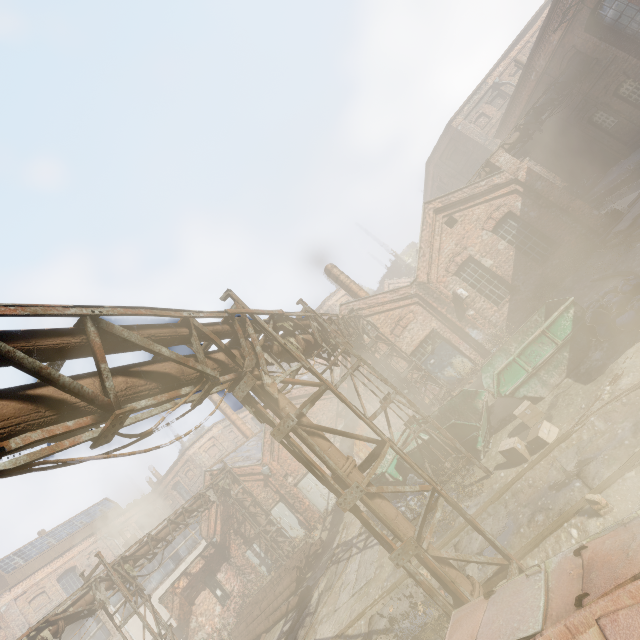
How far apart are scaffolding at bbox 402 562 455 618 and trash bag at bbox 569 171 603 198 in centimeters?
2481cm

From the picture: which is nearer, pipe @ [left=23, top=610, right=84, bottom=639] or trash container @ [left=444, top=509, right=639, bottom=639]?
trash container @ [left=444, top=509, right=639, bottom=639]

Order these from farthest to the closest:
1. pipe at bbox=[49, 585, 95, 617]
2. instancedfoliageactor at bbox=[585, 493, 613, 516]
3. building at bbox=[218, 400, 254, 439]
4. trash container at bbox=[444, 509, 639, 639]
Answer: building at bbox=[218, 400, 254, 439], pipe at bbox=[49, 585, 95, 617], instancedfoliageactor at bbox=[585, 493, 613, 516], trash container at bbox=[444, 509, 639, 639]

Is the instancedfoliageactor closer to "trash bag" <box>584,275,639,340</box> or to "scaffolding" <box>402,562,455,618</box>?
"scaffolding" <box>402,562,455,618</box>

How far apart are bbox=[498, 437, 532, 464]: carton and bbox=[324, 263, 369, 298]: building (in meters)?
12.29

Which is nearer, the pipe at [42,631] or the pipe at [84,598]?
the pipe at [42,631]

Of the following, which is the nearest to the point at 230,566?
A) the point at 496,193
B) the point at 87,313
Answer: the point at 87,313

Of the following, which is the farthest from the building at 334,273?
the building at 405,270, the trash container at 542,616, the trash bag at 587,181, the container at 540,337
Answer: the building at 405,270
